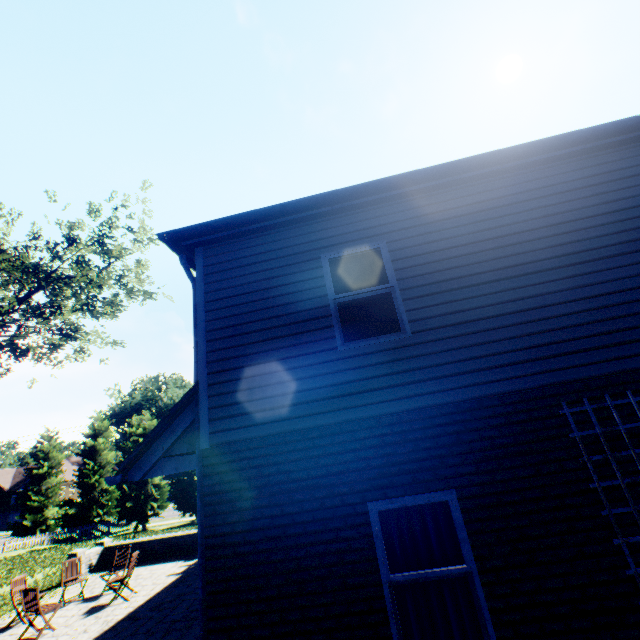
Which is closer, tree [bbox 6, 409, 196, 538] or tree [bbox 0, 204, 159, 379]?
tree [bbox 0, 204, 159, 379]

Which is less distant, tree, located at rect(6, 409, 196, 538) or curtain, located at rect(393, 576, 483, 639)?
curtain, located at rect(393, 576, 483, 639)

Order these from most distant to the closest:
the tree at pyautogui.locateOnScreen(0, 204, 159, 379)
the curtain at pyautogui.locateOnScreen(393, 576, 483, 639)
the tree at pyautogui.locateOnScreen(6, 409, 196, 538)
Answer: the tree at pyautogui.locateOnScreen(6, 409, 196, 538) → the tree at pyautogui.locateOnScreen(0, 204, 159, 379) → the curtain at pyautogui.locateOnScreen(393, 576, 483, 639)

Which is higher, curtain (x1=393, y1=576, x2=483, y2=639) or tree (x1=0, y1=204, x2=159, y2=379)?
tree (x1=0, y1=204, x2=159, y2=379)

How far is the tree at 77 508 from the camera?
28.8 meters

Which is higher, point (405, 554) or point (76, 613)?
point (405, 554)

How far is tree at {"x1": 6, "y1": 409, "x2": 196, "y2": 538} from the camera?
Result: 28.84m

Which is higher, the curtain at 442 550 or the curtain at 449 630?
the curtain at 442 550
